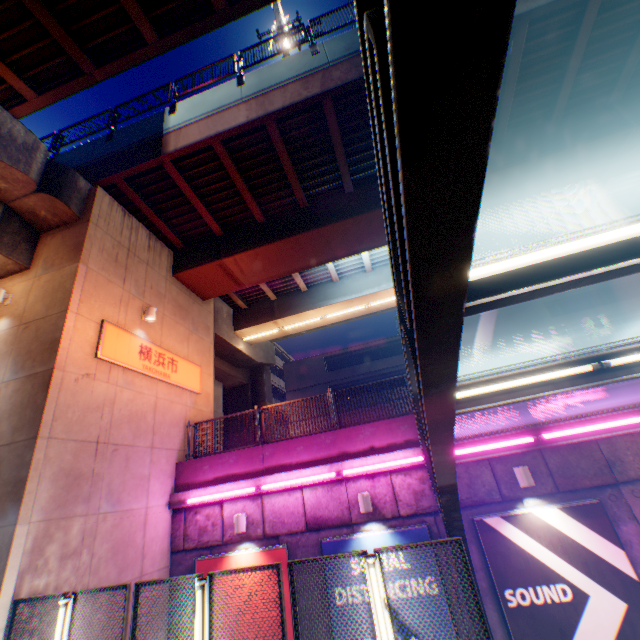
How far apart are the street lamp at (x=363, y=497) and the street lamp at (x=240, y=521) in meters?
3.1

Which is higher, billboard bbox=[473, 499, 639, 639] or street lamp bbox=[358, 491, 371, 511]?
street lamp bbox=[358, 491, 371, 511]

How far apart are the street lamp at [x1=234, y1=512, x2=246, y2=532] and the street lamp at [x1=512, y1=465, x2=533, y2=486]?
6.8m

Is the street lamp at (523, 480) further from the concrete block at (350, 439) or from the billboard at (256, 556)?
the billboard at (256, 556)

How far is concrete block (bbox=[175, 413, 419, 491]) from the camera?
8.69m

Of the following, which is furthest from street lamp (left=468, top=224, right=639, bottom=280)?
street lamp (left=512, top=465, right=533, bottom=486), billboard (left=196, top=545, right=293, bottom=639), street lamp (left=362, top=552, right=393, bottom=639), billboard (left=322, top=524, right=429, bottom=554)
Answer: billboard (left=196, top=545, right=293, bottom=639)

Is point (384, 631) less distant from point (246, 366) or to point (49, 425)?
point (49, 425)

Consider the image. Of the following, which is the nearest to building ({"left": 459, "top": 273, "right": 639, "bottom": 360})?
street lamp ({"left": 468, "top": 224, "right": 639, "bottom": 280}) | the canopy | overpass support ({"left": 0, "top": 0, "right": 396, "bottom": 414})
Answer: overpass support ({"left": 0, "top": 0, "right": 396, "bottom": 414})
